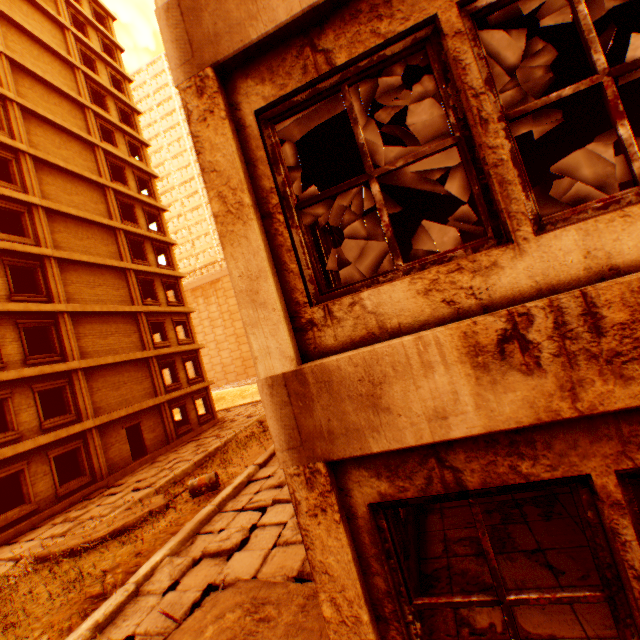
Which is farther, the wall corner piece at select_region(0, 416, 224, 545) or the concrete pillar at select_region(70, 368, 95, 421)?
the concrete pillar at select_region(70, 368, 95, 421)

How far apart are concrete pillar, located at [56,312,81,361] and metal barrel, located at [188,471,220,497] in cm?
1083

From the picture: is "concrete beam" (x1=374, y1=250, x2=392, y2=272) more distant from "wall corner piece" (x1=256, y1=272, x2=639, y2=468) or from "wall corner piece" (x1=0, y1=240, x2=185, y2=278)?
"wall corner piece" (x1=0, y1=240, x2=185, y2=278)

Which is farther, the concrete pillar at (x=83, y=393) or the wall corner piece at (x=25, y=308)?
the concrete pillar at (x=83, y=393)

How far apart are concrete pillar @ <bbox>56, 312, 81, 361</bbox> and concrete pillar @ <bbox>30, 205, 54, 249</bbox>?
3.4m

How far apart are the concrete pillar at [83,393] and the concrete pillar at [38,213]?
6.5 meters

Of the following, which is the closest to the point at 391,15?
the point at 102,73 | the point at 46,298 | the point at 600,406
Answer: the point at 600,406

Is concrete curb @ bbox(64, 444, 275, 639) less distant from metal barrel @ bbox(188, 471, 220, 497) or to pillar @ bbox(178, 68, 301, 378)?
metal barrel @ bbox(188, 471, 220, 497)
